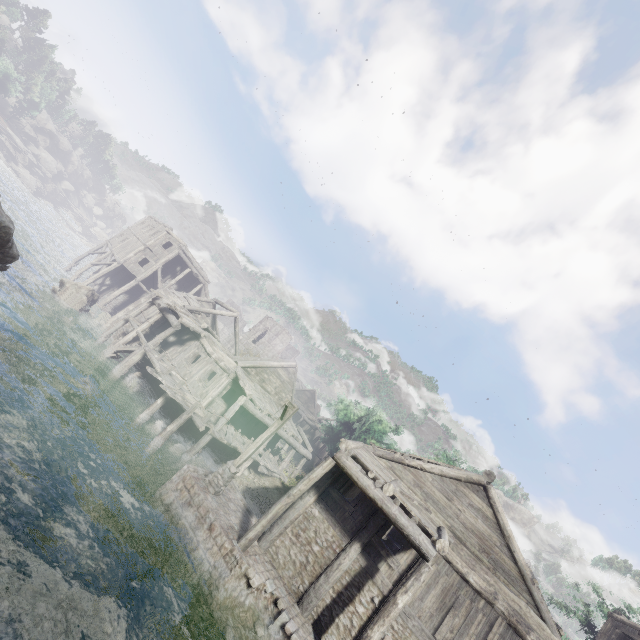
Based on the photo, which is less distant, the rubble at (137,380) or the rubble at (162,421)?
the rubble at (162,421)

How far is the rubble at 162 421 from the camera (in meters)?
17.84

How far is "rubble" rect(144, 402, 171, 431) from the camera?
17.8 meters

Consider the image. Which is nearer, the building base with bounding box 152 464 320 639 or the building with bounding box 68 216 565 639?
the building base with bounding box 152 464 320 639

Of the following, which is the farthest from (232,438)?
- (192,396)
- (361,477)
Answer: (361,477)

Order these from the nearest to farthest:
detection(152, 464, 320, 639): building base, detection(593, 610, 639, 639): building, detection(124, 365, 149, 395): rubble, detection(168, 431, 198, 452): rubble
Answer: detection(152, 464, 320, 639): building base < detection(168, 431, 198, 452): rubble < detection(593, 610, 639, 639): building < detection(124, 365, 149, 395): rubble

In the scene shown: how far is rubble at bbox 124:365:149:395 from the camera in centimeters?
2061cm

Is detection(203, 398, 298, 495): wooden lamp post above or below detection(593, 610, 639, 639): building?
below
